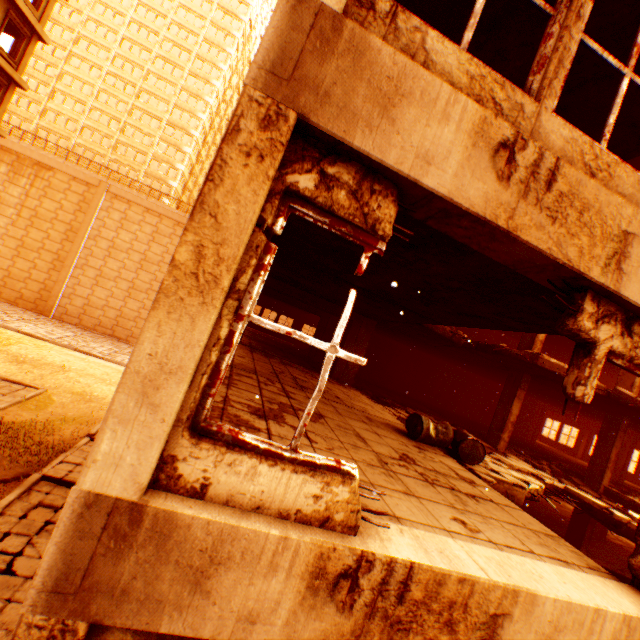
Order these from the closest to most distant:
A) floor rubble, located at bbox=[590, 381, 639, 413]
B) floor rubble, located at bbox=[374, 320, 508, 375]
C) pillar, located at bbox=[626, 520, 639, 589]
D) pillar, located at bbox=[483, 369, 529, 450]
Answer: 1. pillar, located at bbox=[626, 520, 639, 589]
2. floor rubble, located at bbox=[590, 381, 639, 413]
3. floor rubble, located at bbox=[374, 320, 508, 375]
4. pillar, located at bbox=[483, 369, 529, 450]

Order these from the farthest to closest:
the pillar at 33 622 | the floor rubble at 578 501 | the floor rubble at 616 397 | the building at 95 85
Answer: the building at 95 85 → the floor rubble at 616 397 → the floor rubble at 578 501 → the pillar at 33 622

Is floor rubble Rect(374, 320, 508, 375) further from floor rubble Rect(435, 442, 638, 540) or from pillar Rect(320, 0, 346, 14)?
floor rubble Rect(435, 442, 638, 540)

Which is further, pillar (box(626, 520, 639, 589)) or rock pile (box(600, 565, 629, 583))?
rock pile (box(600, 565, 629, 583))

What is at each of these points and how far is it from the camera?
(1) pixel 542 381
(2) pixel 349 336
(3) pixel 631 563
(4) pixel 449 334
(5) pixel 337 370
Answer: (1) floor rubble, 11.06m
(2) concrete beam, 12.43m
(3) pillar, 3.24m
(4) floor rubble, 9.64m
(5) concrete beam, 12.37m

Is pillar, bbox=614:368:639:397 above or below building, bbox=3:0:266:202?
below

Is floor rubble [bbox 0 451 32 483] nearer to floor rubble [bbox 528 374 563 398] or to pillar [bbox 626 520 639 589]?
floor rubble [bbox 528 374 563 398]

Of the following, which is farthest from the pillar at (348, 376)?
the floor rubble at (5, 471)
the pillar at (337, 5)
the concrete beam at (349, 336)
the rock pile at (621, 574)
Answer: the floor rubble at (5, 471)
